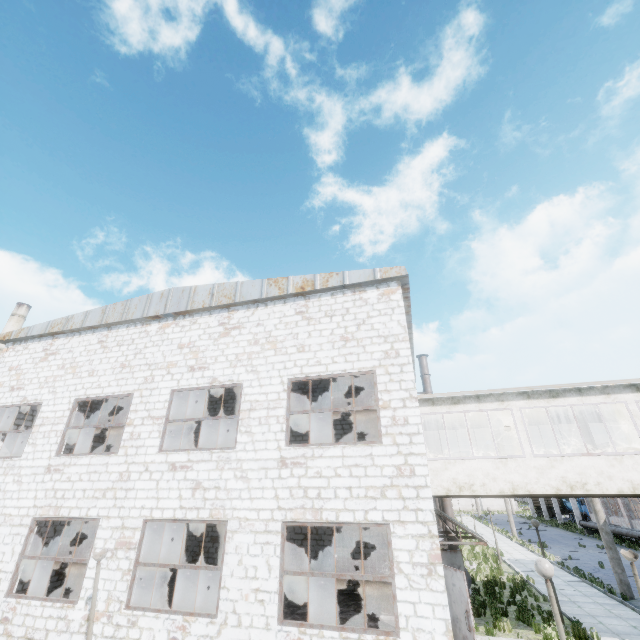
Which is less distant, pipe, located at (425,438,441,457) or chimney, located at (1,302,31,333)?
pipe, located at (425,438,441,457)

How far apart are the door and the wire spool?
4.2 meters

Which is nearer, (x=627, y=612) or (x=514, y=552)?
(x=627, y=612)

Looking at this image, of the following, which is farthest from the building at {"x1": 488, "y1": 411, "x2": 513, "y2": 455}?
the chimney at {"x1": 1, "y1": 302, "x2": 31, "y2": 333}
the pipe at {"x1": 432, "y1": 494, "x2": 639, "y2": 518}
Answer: the chimney at {"x1": 1, "y1": 302, "x2": 31, "y2": 333}

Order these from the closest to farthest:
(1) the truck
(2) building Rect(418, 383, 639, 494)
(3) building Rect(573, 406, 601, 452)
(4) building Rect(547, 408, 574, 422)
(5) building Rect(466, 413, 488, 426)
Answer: (2) building Rect(418, 383, 639, 494), (3) building Rect(573, 406, 601, 452), (4) building Rect(547, 408, 574, 422), (5) building Rect(466, 413, 488, 426), (1) the truck

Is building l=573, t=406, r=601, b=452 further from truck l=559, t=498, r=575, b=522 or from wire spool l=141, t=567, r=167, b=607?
truck l=559, t=498, r=575, b=522

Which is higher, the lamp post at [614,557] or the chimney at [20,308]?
the chimney at [20,308]

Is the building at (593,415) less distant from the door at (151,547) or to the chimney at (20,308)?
the door at (151,547)
